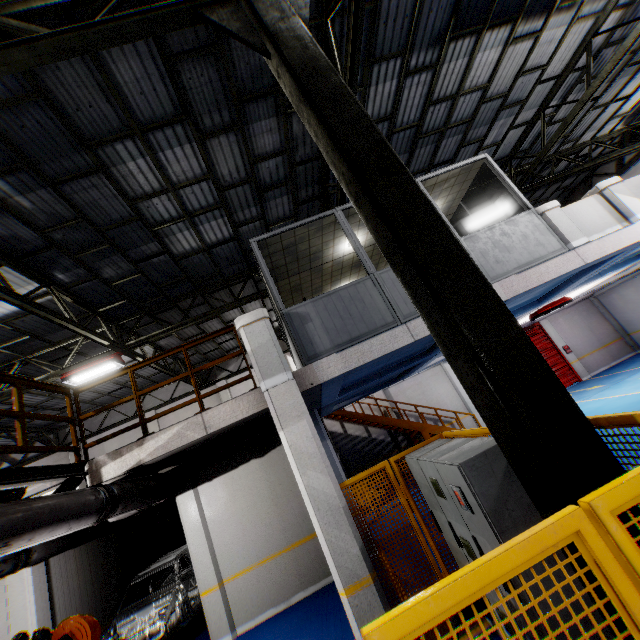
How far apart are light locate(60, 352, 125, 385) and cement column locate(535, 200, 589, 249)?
12.0m

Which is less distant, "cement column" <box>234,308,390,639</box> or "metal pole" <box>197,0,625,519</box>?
"metal pole" <box>197,0,625,519</box>

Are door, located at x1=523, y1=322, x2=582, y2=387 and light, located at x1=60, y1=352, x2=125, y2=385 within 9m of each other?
no

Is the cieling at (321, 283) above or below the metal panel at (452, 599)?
above

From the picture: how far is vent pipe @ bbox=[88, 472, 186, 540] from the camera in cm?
488

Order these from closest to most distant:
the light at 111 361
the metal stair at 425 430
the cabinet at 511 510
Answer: the cabinet at 511 510 < the light at 111 361 < the metal stair at 425 430

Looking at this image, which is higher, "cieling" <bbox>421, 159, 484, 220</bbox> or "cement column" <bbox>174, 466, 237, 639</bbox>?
"cieling" <bbox>421, 159, 484, 220</bbox>

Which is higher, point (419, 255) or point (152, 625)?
point (419, 255)
